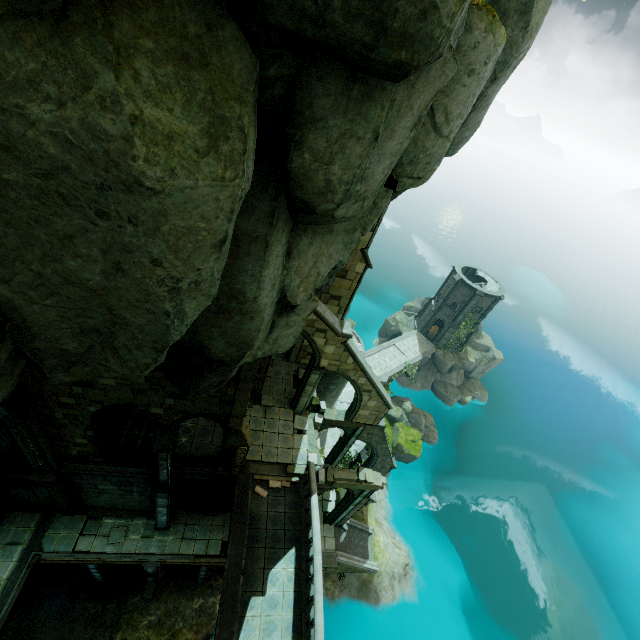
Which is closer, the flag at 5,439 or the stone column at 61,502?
the flag at 5,439

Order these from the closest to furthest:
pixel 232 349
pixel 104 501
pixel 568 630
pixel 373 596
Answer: pixel 232 349
pixel 104 501
pixel 373 596
pixel 568 630

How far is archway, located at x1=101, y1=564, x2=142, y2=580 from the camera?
18.77m

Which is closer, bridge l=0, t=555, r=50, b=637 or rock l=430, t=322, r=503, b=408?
bridge l=0, t=555, r=50, b=637

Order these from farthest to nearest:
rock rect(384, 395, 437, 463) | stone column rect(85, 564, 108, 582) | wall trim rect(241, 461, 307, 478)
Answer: rock rect(384, 395, 437, 463) < stone column rect(85, 564, 108, 582) < wall trim rect(241, 461, 307, 478)

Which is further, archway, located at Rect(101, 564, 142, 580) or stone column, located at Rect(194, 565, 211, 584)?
stone column, located at Rect(194, 565, 211, 584)

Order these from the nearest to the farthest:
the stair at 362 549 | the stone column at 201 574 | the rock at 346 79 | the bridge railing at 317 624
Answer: the rock at 346 79 < the bridge railing at 317 624 < the stone column at 201 574 < the stair at 362 549

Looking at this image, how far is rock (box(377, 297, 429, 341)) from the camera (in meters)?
46.34
